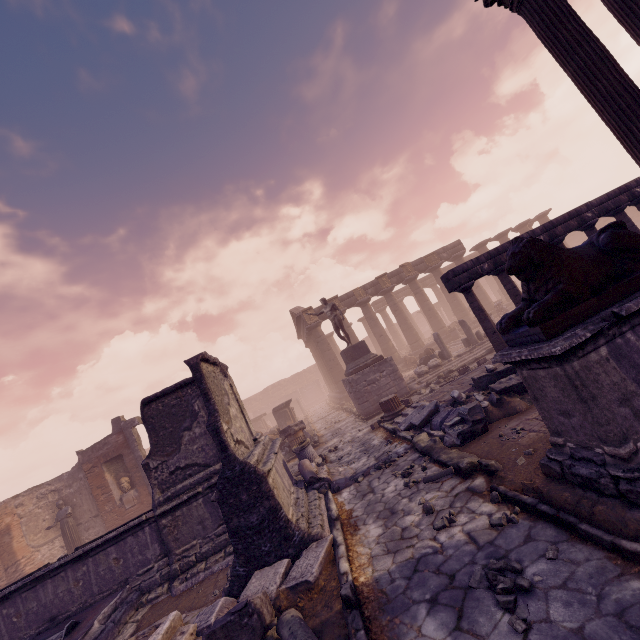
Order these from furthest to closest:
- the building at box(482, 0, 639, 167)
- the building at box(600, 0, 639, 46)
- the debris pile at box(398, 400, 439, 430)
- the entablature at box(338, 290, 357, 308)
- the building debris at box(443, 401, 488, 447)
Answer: the entablature at box(338, 290, 357, 308), the debris pile at box(398, 400, 439, 430), the building debris at box(443, 401, 488, 447), the building at box(600, 0, 639, 46), the building at box(482, 0, 639, 167)

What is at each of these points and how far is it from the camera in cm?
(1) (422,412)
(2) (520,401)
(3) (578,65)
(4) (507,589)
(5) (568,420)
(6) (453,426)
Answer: (1) debris pile, 874
(2) debris pile, 661
(3) building, 443
(4) stone, 290
(5) building, 338
(6) building debris, 675

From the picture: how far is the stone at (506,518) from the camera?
3.7 meters

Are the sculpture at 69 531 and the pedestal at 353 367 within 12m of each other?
no

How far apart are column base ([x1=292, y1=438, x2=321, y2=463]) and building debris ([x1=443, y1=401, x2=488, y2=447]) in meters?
5.2

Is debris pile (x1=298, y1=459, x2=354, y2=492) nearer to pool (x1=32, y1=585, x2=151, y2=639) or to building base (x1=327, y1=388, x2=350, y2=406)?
pool (x1=32, y1=585, x2=151, y2=639)

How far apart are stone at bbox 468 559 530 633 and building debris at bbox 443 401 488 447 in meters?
3.2 m

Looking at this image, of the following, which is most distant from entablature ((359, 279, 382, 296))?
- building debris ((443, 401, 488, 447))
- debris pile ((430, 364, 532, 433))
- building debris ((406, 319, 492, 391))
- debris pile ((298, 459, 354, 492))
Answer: building debris ((443, 401, 488, 447))
